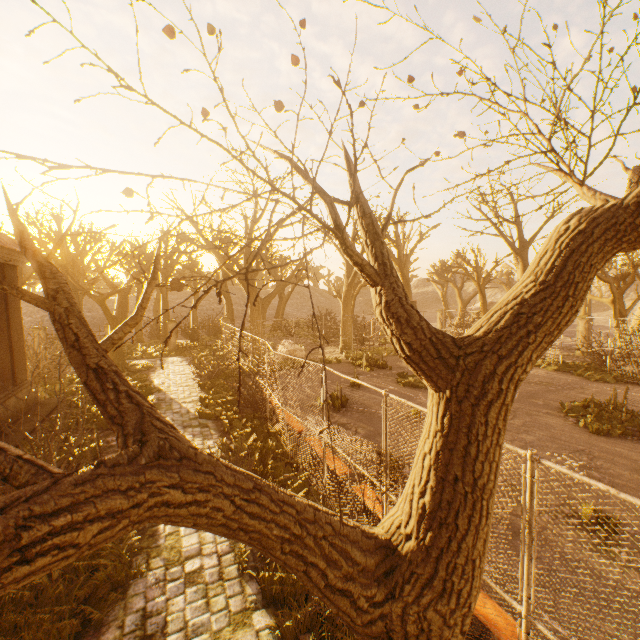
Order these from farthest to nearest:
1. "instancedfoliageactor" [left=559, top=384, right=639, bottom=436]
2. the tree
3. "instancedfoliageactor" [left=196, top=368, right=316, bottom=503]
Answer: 1. "instancedfoliageactor" [left=559, top=384, right=639, bottom=436]
2. "instancedfoliageactor" [left=196, top=368, right=316, bottom=503]
3. the tree

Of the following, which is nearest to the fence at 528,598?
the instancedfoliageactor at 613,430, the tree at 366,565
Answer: the tree at 366,565

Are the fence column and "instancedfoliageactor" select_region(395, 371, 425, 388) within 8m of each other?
no

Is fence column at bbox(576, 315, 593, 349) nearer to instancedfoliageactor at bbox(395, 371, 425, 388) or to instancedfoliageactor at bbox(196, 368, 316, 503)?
instancedfoliageactor at bbox(395, 371, 425, 388)

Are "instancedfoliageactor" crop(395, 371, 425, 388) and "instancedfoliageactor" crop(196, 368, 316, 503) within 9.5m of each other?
yes

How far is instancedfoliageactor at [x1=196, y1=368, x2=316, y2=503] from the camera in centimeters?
739cm

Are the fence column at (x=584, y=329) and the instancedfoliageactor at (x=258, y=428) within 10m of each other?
no

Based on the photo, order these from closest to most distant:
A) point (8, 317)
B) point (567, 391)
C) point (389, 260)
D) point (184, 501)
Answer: point (184, 501) → point (389, 260) → point (8, 317) → point (567, 391)
